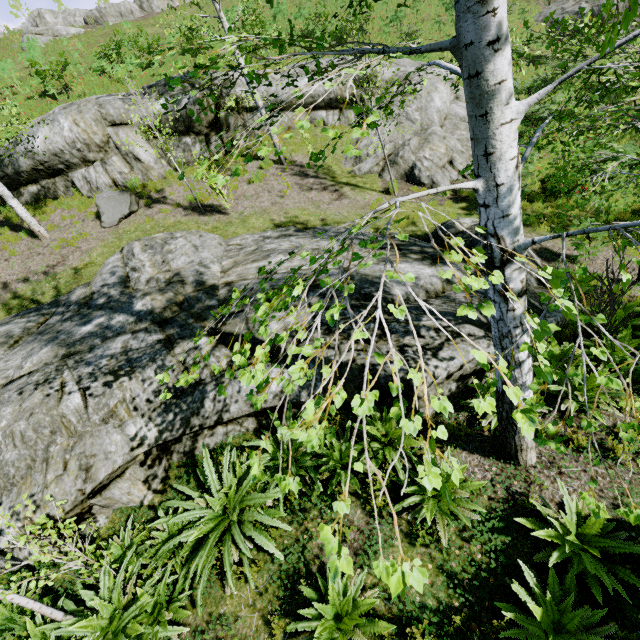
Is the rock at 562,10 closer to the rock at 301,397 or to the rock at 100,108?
the rock at 100,108

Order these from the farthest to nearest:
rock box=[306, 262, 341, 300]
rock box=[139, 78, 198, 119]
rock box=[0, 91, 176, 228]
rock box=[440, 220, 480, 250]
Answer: rock box=[139, 78, 198, 119] → rock box=[0, 91, 176, 228] → rock box=[440, 220, 480, 250] → rock box=[306, 262, 341, 300]

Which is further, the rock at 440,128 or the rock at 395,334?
the rock at 440,128

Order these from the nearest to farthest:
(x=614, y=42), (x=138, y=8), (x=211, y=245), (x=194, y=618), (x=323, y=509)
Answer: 1. (x=614, y=42)
2. (x=194, y=618)
3. (x=323, y=509)
4. (x=211, y=245)
5. (x=138, y=8)

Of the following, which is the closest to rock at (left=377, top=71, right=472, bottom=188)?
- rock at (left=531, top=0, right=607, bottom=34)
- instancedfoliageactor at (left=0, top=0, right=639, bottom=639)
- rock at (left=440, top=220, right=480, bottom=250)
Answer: instancedfoliageactor at (left=0, top=0, right=639, bottom=639)

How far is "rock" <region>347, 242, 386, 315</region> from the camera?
5.8m
